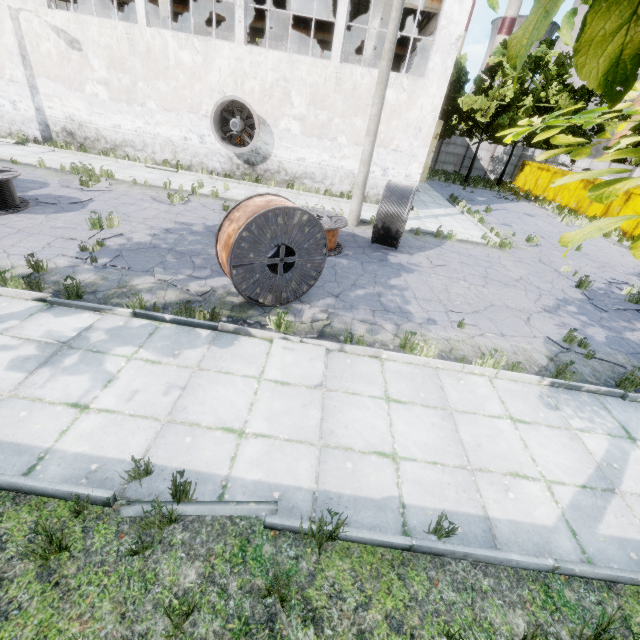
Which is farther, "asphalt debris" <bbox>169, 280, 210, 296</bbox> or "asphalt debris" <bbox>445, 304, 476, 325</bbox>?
"asphalt debris" <bbox>445, 304, 476, 325</bbox>

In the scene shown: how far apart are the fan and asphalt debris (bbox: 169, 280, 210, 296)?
10.3 meters

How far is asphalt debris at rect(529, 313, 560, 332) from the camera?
7.7 meters

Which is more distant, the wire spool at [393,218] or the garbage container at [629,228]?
the garbage container at [629,228]

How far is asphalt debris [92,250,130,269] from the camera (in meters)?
7.07

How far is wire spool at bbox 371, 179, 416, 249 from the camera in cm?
969

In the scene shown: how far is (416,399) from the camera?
5.1m

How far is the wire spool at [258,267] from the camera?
5.7m
